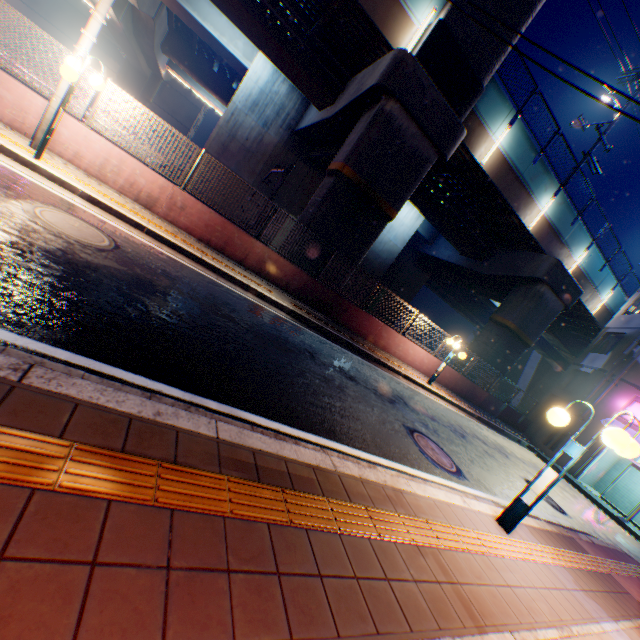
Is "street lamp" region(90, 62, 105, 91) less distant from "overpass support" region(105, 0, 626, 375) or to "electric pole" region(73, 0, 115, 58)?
"electric pole" region(73, 0, 115, 58)

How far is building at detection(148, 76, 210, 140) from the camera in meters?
42.0 m

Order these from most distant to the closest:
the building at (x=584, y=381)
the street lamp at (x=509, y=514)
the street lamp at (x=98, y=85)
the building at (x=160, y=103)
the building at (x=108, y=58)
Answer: the building at (x=160, y=103), the building at (x=108, y=58), the building at (x=584, y=381), the street lamp at (x=98, y=85), the street lamp at (x=509, y=514)

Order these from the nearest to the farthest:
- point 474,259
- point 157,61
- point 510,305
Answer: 1. point 510,305
2. point 474,259
3. point 157,61

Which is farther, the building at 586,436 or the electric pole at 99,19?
the building at 586,436

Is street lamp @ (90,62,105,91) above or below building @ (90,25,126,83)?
below

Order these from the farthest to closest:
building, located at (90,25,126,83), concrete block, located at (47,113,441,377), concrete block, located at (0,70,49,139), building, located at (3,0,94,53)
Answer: building, located at (90,25,126,83)
building, located at (3,0,94,53)
concrete block, located at (47,113,441,377)
concrete block, located at (0,70,49,139)

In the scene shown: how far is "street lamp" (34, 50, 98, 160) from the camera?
6.0m
